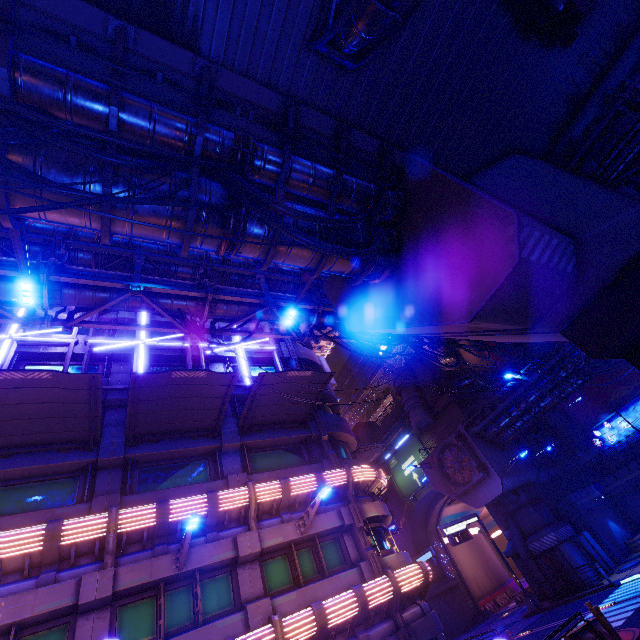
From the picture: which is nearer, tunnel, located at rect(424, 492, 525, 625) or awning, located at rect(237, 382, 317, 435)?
awning, located at rect(237, 382, 317, 435)

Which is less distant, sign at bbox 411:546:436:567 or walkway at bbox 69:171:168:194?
walkway at bbox 69:171:168:194

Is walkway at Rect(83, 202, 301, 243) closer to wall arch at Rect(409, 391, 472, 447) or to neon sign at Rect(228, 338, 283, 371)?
neon sign at Rect(228, 338, 283, 371)

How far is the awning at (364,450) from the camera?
24.3 meters

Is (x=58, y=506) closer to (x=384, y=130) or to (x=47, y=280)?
(x=47, y=280)

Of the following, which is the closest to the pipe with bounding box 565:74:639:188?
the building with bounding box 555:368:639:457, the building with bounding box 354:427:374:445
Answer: the building with bounding box 555:368:639:457

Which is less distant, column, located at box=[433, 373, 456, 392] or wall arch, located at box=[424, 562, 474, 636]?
wall arch, located at box=[424, 562, 474, 636]

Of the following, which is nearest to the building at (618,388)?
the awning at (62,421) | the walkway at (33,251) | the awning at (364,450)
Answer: the walkway at (33,251)
